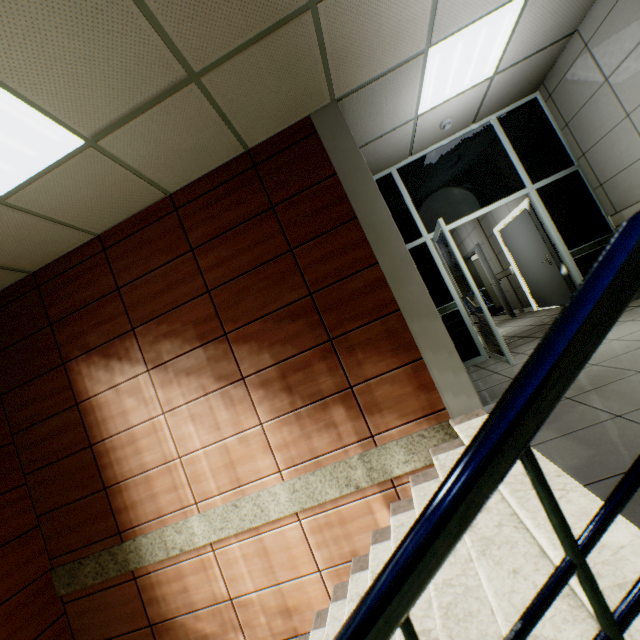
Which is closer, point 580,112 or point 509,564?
point 509,564

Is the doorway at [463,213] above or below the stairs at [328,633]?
above

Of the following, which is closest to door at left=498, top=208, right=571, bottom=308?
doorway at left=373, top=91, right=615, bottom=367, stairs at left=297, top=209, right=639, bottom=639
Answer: doorway at left=373, top=91, right=615, bottom=367

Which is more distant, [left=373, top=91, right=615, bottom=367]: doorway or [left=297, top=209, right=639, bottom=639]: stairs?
[left=373, top=91, right=615, bottom=367]: doorway

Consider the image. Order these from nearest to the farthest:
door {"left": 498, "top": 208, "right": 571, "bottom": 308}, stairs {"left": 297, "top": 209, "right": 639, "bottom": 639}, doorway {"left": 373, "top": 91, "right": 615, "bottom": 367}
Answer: stairs {"left": 297, "top": 209, "right": 639, "bottom": 639} < doorway {"left": 373, "top": 91, "right": 615, "bottom": 367} < door {"left": 498, "top": 208, "right": 571, "bottom": 308}

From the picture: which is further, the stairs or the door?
the door

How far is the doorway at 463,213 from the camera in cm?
451
